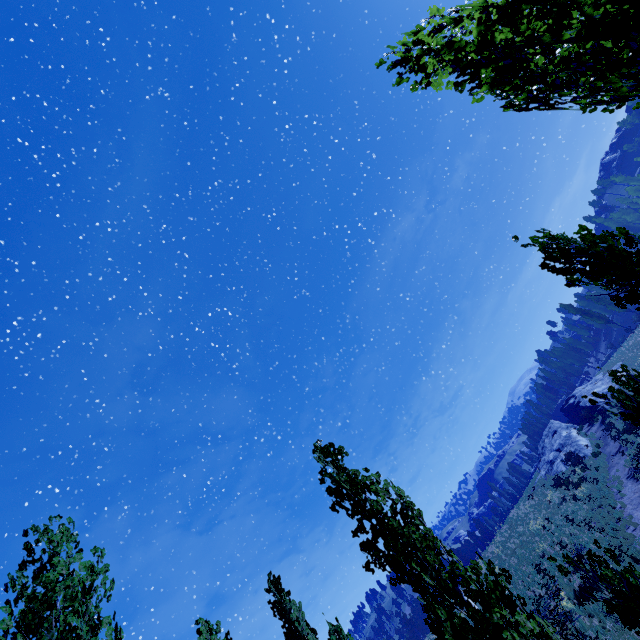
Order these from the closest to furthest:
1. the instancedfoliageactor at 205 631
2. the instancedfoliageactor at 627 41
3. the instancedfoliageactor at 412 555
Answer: the instancedfoliageactor at 627 41
the instancedfoliageactor at 412 555
the instancedfoliageactor at 205 631

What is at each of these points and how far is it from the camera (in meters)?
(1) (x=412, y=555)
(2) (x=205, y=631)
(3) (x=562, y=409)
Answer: (1) instancedfoliageactor, 5.21
(2) instancedfoliageactor, 11.64
(3) rock, 52.25

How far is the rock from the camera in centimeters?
3331cm

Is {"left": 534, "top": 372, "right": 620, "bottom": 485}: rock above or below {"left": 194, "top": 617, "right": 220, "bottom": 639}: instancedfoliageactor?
below

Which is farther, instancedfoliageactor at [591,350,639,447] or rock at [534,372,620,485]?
rock at [534,372,620,485]

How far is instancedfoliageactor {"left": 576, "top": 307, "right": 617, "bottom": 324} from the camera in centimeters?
5681cm

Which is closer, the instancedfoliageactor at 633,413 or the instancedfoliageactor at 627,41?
the instancedfoliageactor at 627,41

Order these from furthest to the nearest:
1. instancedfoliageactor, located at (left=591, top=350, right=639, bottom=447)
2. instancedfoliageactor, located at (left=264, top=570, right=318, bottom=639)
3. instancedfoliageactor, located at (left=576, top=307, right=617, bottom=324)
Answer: instancedfoliageactor, located at (left=576, top=307, right=617, bottom=324)
instancedfoliageactor, located at (left=264, top=570, right=318, bottom=639)
instancedfoliageactor, located at (left=591, top=350, right=639, bottom=447)
